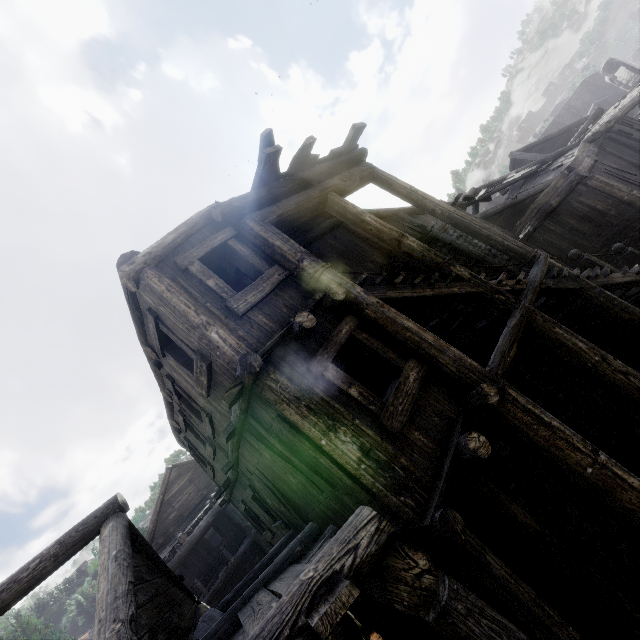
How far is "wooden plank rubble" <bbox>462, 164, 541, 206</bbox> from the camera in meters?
14.4 m

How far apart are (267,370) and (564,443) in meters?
4.3

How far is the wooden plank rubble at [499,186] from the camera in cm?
1444

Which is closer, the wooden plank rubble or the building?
the building

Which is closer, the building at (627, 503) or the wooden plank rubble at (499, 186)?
the building at (627, 503)
